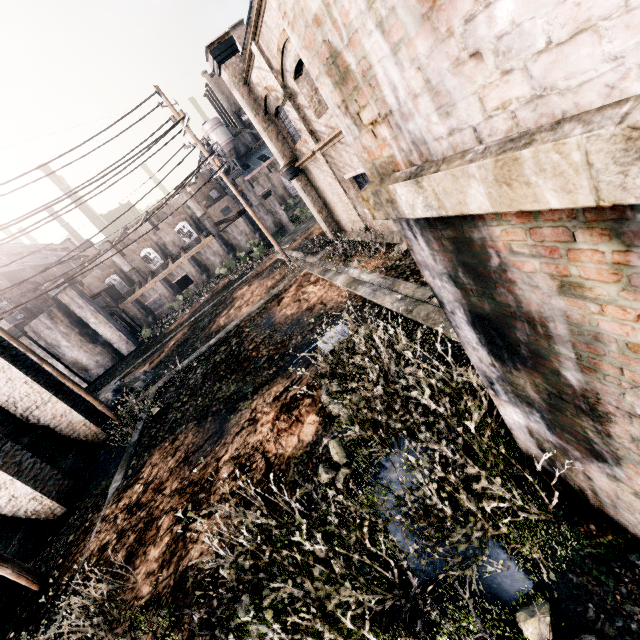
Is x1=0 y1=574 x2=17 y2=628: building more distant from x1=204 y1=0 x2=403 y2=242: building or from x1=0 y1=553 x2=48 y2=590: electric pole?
x1=204 y1=0 x2=403 y2=242: building

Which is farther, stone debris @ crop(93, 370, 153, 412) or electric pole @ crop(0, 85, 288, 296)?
stone debris @ crop(93, 370, 153, 412)

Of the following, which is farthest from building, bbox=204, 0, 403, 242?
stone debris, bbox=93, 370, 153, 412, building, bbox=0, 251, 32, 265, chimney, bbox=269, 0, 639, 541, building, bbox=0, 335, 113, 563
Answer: building, bbox=0, 251, 32, 265

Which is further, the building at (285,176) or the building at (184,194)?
the building at (184,194)

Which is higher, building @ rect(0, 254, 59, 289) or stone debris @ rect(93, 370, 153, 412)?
building @ rect(0, 254, 59, 289)

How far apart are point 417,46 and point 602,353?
1.9m

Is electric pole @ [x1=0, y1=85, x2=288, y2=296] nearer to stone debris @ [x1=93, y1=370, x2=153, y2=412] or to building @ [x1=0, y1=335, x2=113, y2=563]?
building @ [x1=0, y1=335, x2=113, y2=563]

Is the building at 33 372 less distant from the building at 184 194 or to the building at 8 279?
the building at 184 194
